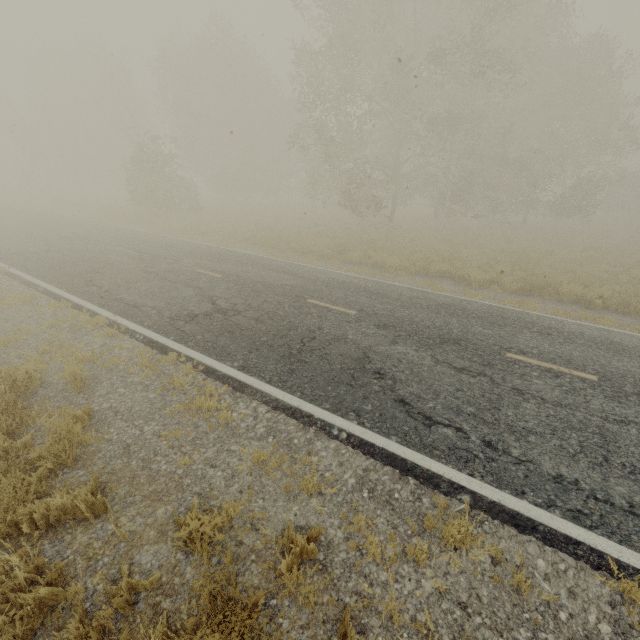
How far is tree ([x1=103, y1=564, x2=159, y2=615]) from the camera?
2.6 meters

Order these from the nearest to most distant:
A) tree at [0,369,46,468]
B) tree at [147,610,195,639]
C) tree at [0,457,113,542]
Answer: tree at [147,610,195,639] → tree at [0,457,113,542] → tree at [0,369,46,468]

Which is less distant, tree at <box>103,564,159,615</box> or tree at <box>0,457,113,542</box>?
tree at <box>103,564,159,615</box>

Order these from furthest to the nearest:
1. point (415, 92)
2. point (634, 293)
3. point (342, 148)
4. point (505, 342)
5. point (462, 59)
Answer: point (415, 92) → point (342, 148) → point (462, 59) → point (634, 293) → point (505, 342)

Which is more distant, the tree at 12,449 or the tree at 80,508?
the tree at 12,449

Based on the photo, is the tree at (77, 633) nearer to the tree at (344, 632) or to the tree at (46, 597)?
the tree at (46, 597)

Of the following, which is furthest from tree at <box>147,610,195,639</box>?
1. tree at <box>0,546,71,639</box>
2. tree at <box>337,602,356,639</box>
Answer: tree at <box>337,602,356,639</box>
